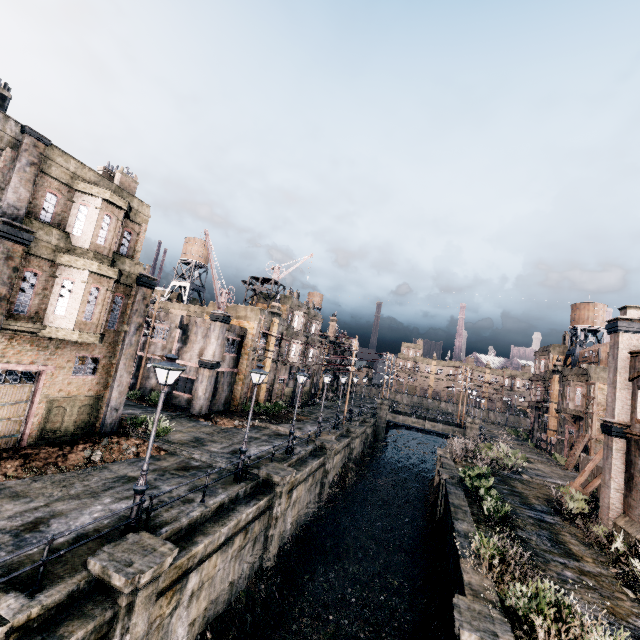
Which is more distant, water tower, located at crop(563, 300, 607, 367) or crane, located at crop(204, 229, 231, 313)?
water tower, located at crop(563, 300, 607, 367)

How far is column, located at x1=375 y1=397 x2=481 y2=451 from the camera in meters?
45.6

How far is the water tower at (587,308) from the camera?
45.9m

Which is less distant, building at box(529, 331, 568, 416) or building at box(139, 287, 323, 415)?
building at box(139, 287, 323, 415)

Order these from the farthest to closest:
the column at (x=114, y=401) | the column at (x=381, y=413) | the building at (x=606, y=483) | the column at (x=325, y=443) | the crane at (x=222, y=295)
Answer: the column at (x=381, y=413), the crane at (x=222, y=295), the column at (x=325, y=443), the column at (x=114, y=401), the building at (x=606, y=483)

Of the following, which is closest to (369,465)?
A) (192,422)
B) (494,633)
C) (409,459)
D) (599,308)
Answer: (409,459)

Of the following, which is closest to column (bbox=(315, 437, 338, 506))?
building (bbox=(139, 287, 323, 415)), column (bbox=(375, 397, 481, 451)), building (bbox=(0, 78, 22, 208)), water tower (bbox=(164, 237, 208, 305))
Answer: building (bbox=(139, 287, 323, 415))

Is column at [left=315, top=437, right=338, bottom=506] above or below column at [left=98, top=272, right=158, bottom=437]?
below
